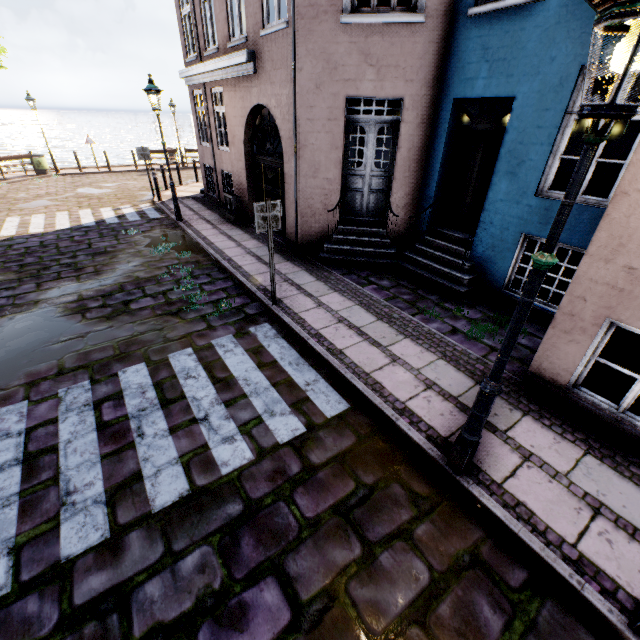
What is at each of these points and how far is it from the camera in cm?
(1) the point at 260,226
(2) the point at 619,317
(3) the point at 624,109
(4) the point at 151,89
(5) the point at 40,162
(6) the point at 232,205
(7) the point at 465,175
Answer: (1) sign, 537
(2) building, 346
(3) street light, 162
(4) street light, 880
(5) trash bin, 1752
(6) electrical box, 1071
(7) building, 685

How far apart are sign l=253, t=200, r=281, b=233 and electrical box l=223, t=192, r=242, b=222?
5.9 meters

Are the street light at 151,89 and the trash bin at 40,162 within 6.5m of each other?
no

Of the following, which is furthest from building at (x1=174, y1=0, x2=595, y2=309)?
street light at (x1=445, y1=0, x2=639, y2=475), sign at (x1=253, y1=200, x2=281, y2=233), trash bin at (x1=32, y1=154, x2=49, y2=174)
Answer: trash bin at (x1=32, y1=154, x2=49, y2=174)

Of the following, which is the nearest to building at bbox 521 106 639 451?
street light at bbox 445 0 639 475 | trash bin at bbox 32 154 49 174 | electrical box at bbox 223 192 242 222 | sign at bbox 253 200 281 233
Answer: electrical box at bbox 223 192 242 222

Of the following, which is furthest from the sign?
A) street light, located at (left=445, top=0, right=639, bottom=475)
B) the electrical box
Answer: the electrical box

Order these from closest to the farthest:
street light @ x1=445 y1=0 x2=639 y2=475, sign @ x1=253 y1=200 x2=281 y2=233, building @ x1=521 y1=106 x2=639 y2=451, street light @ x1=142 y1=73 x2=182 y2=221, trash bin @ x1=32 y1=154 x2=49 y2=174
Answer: street light @ x1=445 y1=0 x2=639 y2=475 < building @ x1=521 y1=106 x2=639 y2=451 < sign @ x1=253 y1=200 x2=281 y2=233 < street light @ x1=142 y1=73 x2=182 y2=221 < trash bin @ x1=32 y1=154 x2=49 y2=174

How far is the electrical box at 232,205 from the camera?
10.7m
